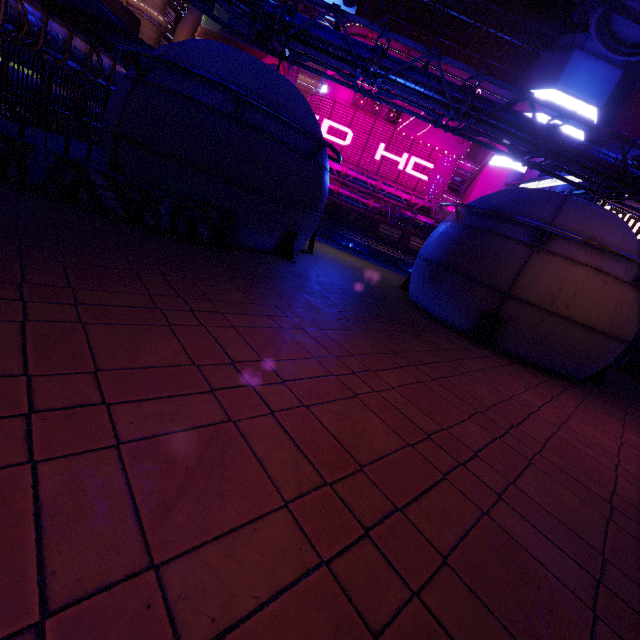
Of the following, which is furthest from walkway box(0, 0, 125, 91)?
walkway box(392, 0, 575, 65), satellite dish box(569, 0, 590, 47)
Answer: satellite dish box(569, 0, 590, 47)

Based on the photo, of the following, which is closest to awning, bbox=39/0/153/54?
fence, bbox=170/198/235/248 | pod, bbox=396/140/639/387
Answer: fence, bbox=170/198/235/248

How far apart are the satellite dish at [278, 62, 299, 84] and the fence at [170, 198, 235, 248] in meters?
51.7 m

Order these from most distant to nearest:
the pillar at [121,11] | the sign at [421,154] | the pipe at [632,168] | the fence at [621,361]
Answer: the sign at [421,154], the pillar at [121,11], the fence at [621,361], the pipe at [632,168]

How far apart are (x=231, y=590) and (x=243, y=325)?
3.4 meters

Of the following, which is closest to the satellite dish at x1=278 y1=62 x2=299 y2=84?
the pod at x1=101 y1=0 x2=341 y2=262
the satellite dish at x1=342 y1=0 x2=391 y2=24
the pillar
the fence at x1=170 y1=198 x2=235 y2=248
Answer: the satellite dish at x1=342 y1=0 x2=391 y2=24

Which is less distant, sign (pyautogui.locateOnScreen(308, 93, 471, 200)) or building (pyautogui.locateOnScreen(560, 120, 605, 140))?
building (pyautogui.locateOnScreen(560, 120, 605, 140))

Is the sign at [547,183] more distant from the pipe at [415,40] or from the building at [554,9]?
the building at [554,9]
